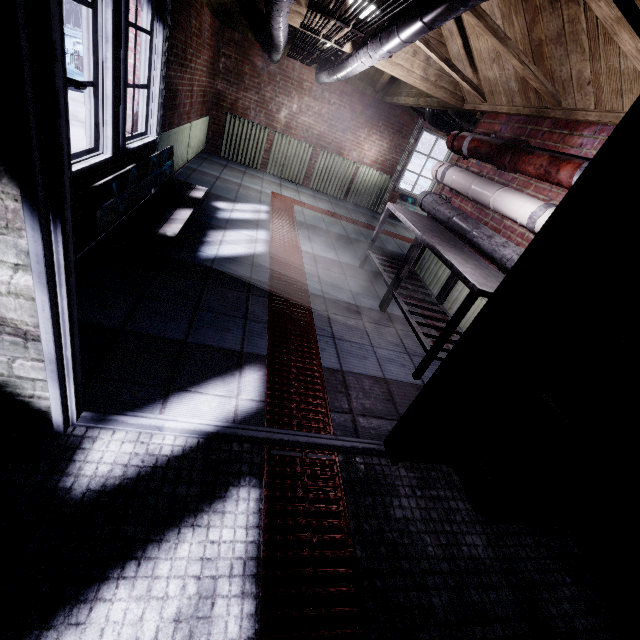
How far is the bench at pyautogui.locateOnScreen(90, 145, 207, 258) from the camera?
2.2 meters

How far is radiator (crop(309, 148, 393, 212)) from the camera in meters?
6.7

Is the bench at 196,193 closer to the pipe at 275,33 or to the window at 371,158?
the pipe at 275,33

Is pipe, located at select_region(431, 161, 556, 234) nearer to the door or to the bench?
the door

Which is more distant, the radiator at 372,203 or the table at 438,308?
the radiator at 372,203

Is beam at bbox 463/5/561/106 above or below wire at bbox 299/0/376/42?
above

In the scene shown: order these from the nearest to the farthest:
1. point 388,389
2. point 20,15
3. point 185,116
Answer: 1. point 20,15
2. point 388,389
3. point 185,116

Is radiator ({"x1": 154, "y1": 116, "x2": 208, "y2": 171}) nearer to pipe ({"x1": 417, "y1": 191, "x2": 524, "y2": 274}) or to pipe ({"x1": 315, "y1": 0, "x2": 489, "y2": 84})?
pipe ({"x1": 315, "y1": 0, "x2": 489, "y2": 84})
